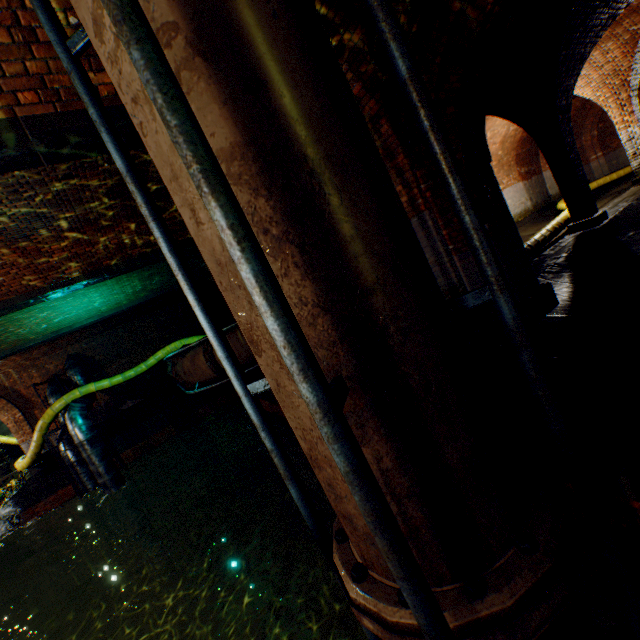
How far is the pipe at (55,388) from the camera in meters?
13.4

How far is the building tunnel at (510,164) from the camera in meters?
13.7

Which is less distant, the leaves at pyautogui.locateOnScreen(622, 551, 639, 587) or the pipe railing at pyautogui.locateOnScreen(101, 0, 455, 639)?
the pipe railing at pyautogui.locateOnScreen(101, 0, 455, 639)

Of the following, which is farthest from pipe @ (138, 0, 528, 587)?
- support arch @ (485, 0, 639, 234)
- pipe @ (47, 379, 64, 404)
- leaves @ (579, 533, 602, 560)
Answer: pipe @ (47, 379, 64, 404)

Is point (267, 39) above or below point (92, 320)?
below

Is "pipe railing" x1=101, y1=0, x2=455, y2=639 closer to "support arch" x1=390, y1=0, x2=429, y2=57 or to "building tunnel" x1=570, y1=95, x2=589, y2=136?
"support arch" x1=390, y1=0, x2=429, y2=57

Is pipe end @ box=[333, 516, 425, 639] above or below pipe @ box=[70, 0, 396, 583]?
below

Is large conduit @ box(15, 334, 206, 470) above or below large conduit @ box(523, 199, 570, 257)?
above
